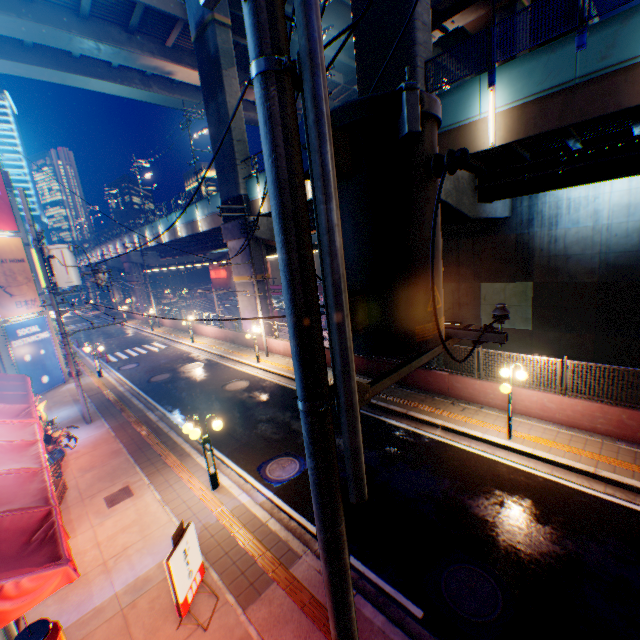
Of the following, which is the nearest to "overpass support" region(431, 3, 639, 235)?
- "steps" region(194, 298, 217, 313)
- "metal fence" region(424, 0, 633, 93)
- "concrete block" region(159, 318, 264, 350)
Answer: "metal fence" region(424, 0, 633, 93)

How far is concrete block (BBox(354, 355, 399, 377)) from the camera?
14.8 meters

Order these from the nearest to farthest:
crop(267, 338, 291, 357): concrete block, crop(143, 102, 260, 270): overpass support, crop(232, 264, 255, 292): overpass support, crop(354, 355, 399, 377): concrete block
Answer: crop(354, 355, 399, 377): concrete block
crop(267, 338, 291, 357): concrete block
crop(143, 102, 260, 270): overpass support
crop(232, 264, 255, 292): overpass support

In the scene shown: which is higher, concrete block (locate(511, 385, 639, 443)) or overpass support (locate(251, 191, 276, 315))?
overpass support (locate(251, 191, 276, 315))

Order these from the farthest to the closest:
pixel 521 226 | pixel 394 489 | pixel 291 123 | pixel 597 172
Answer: pixel 521 226 → pixel 597 172 → pixel 394 489 → pixel 291 123

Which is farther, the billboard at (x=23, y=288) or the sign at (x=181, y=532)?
the billboard at (x=23, y=288)

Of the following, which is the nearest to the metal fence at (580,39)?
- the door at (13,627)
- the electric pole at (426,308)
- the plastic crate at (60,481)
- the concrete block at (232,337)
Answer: the concrete block at (232,337)

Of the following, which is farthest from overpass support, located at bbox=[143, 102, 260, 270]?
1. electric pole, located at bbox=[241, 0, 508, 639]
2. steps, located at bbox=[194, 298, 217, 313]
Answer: electric pole, located at bbox=[241, 0, 508, 639]
